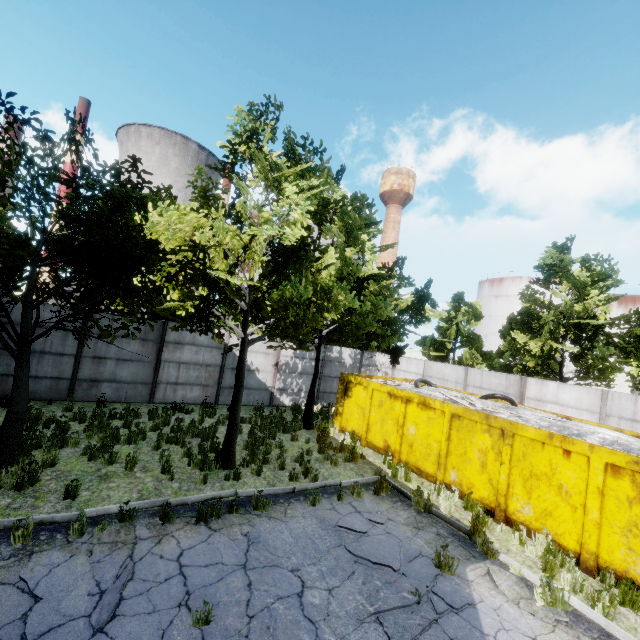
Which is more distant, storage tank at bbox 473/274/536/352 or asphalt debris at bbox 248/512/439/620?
storage tank at bbox 473/274/536/352

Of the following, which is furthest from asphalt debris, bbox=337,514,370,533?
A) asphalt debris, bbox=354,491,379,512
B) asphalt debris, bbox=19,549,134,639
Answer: asphalt debris, bbox=19,549,134,639

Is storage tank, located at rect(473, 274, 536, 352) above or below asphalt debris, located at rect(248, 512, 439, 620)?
above

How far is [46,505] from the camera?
6.1 meters

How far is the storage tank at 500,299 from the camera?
45.22m

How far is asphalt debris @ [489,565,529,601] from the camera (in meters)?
5.66

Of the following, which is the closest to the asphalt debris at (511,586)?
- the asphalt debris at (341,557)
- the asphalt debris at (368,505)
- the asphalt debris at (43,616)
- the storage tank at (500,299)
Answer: the asphalt debris at (341,557)

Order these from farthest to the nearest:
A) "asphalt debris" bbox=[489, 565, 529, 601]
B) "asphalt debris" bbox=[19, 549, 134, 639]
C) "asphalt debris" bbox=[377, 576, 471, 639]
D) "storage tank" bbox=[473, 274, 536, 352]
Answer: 1. "storage tank" bbox=[473, 274, 536, 352]
2. "asphalt debris" bbox=[489, 565, 529, 601]
3. "asphalt debris" bbox=[377, 576, 471, 639]
4. "asphalt debris" bbox=[19, 549, 134, 639]
